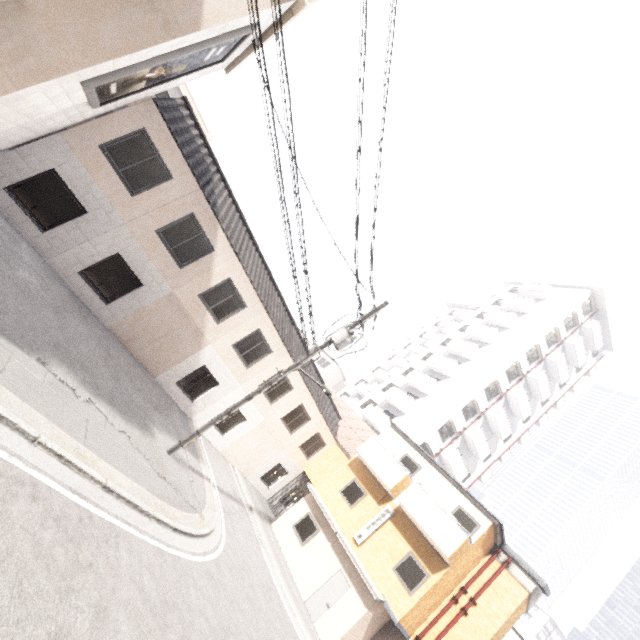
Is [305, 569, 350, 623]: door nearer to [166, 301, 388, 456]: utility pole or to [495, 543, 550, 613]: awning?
[495, 543, 550, 613]: awning

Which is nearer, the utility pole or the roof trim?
the roof trim

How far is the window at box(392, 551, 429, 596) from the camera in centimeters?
1377cm

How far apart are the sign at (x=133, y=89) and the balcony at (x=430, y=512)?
18.14m

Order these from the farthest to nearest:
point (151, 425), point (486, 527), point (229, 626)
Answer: point (486, 527) < point (151, 425) < point (229, 626)

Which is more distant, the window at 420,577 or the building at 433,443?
the building at 433,443

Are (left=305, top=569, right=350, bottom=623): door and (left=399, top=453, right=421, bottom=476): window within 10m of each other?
yes

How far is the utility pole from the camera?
10.7m
